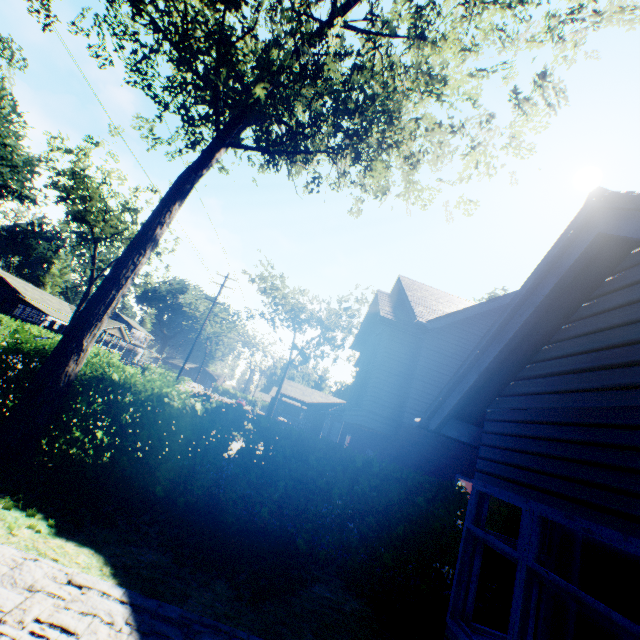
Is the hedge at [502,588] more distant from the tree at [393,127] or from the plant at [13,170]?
the plant at [13,170]

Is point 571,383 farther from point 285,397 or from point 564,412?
point 285,397

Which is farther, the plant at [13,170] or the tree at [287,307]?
the plant at [13,170]

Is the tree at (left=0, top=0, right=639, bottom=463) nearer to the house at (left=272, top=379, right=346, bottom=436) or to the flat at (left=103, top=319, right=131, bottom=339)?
the flat at (left=103, top=319, right=131, bottom=339)

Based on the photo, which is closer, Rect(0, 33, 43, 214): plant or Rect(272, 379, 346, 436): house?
Rect(272, 379, 346, 436): house

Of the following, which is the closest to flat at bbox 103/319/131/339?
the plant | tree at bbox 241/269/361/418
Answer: the plant

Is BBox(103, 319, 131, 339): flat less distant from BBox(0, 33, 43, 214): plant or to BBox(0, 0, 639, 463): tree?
BBox(0, 33, 43, 214): plant

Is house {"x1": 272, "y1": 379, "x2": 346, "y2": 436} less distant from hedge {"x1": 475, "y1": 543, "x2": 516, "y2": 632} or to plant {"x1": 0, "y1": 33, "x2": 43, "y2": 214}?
hedge {"x1": 475, "y1": 543, "x2": 516, "y2": 632}
